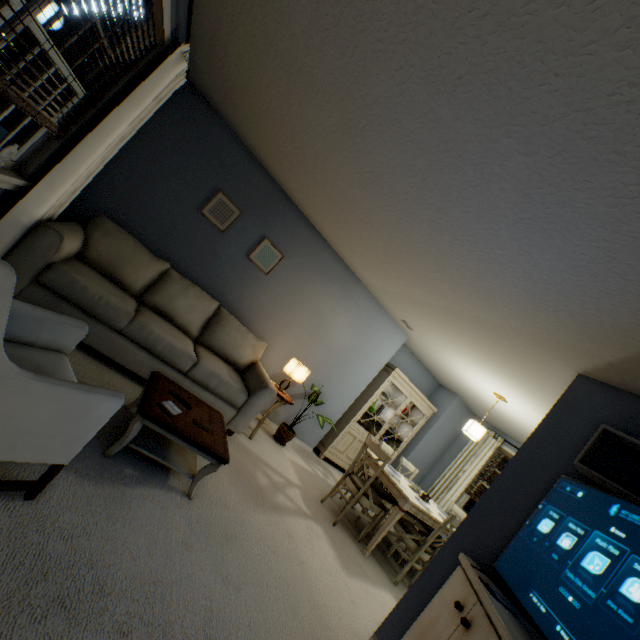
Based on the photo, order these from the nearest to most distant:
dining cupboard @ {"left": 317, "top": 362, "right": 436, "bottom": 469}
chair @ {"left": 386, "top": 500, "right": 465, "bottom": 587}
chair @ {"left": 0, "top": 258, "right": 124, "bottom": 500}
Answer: chair @ {"left": 0, "top": 258, "right": 124, "bottom": 500}
chair @ {"left": 386, "top": 500, "right": 465, "bottom": 587}
dining cupboard @ {"left": 317, "top": 362, "right": 436, "bottom": 469}

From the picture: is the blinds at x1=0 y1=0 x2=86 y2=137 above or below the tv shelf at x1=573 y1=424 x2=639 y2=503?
below

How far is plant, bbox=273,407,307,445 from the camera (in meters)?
4.38

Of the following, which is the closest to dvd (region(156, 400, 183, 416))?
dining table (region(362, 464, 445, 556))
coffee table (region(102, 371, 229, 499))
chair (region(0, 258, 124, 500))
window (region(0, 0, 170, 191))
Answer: coffee table (region(102, 371, 229, 499))

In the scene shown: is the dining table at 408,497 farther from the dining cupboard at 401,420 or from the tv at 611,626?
the tv at 611,626

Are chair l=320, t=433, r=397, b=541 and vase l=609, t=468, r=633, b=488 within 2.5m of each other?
yes

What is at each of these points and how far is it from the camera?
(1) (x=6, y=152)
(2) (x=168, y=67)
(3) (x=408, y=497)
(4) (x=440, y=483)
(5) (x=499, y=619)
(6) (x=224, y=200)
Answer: (1) vase, 1.88m
(2) blinds, 2.42m
(3) dining table, 3.48m
(4) blinds, 6.08m
(5) tv stand, 1.45m
(6) picture, 3.70m

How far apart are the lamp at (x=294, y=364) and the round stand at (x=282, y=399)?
0.0 meters
